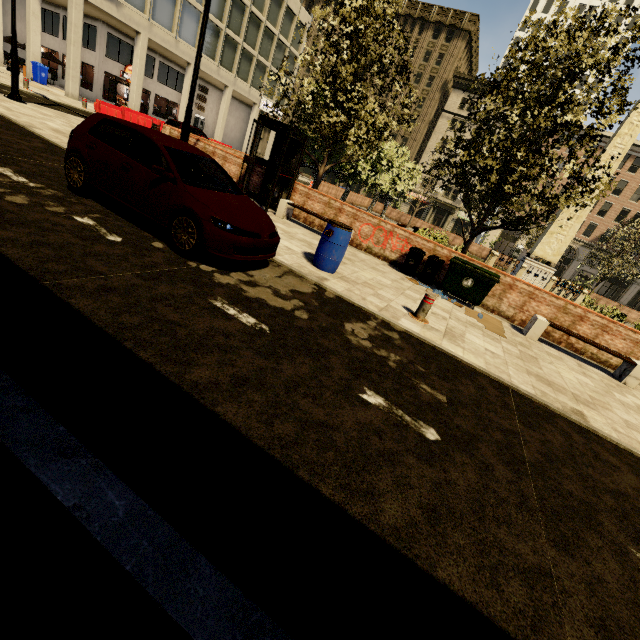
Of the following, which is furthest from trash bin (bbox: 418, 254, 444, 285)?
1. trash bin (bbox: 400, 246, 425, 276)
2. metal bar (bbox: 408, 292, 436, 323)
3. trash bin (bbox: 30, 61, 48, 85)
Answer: trash bin (bbox: 30, 61, 48, 85)

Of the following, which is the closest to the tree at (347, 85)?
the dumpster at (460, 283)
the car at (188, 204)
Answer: the dumpster at (460, 283)

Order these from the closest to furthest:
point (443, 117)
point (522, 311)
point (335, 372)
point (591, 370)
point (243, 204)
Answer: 1. point (335, 372)
2. point (243, 204)
3. point (591, 370)
4. point (522, 311)
5. point (443, 117)

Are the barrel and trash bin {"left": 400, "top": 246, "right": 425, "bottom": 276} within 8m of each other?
yes

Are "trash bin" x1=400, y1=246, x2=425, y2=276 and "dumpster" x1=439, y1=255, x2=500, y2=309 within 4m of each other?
yes

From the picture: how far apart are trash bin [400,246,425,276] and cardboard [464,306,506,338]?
1.9m

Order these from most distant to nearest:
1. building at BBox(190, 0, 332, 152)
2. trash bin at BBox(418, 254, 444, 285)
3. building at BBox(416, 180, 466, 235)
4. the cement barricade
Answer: building at BBox(416, 180, 466, 235)
building at BBox(190, 0, 332, 152)
the cement barricade
trash bin at BBox(418, 254, 444, 285)

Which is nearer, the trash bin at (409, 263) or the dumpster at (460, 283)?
the dumpster at (460, 283)
